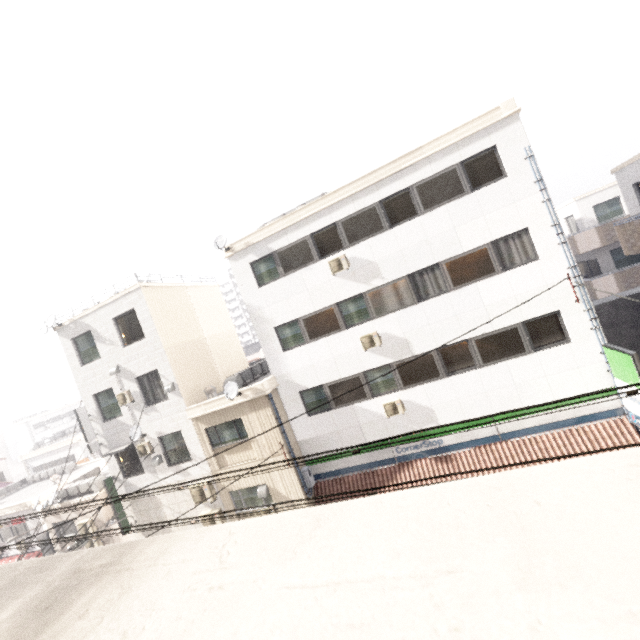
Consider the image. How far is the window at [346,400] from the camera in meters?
13.1

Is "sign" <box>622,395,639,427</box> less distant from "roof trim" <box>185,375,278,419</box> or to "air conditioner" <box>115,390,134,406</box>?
"roof trim" <box>185,375,278,419</box>

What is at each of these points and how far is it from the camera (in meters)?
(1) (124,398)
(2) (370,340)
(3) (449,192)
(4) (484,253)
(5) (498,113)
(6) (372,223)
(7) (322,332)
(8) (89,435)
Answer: (1) air conditioner, 15.05
(2) air conditioner, 12.52
(3) window, 11.40
(4) window, 11.28
(5) roof trim, 10.70
(6) window, 12.27
(7) window, 13.32
(8) sign, 15.78

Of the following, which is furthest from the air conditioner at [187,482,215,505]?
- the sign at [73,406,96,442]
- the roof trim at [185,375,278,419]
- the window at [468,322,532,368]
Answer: the window at [468,322,532,368]

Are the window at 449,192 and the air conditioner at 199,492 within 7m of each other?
no

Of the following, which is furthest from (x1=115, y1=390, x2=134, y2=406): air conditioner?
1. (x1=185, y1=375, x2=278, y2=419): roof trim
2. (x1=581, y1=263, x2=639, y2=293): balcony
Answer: (x1=581, y1=263, x2=639, y2=293): balcony

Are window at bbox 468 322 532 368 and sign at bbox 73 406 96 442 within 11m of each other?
no

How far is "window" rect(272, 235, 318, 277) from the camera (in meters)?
13.09
